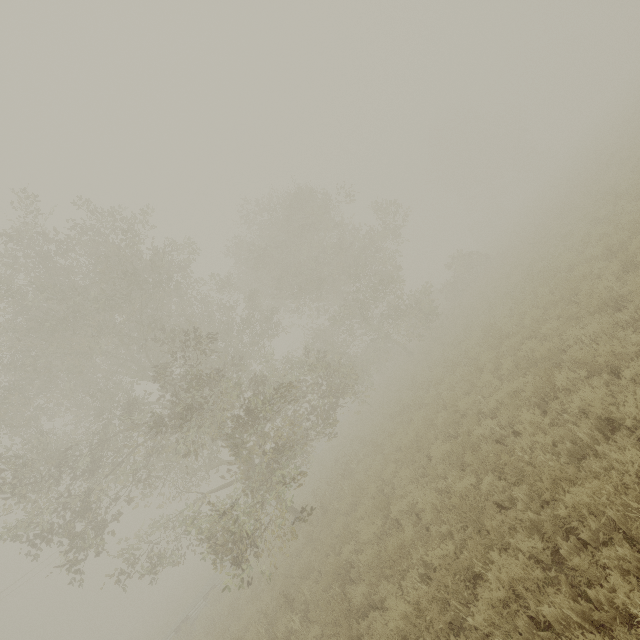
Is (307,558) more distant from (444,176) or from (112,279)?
(444,176)
